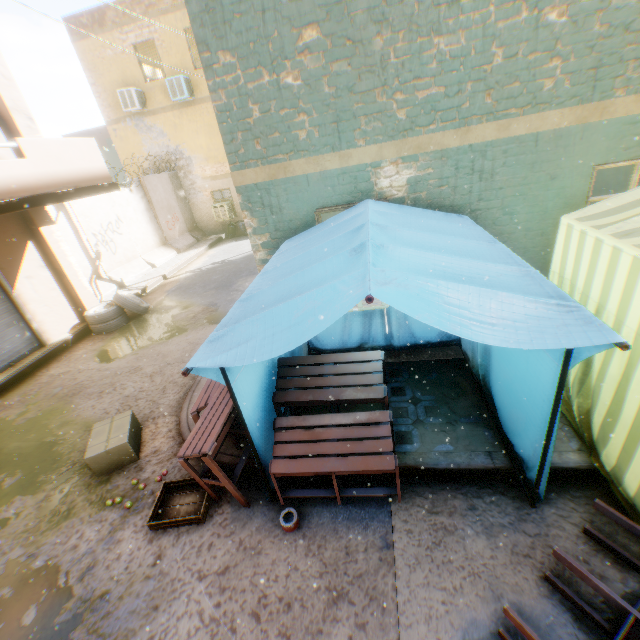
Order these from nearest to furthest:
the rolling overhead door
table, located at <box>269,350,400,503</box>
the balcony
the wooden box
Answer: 1. table, located at <box>269,350,400,503</box>
2. the wooden box
3. the balcony
4. the rolling overhead door

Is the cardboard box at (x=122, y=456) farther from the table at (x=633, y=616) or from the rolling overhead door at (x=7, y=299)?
the table at (x=633, y=616)

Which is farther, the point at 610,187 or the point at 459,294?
the point at 610,187

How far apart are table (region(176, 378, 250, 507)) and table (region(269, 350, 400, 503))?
0.2 meters

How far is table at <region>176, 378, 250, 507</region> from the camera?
3.10m

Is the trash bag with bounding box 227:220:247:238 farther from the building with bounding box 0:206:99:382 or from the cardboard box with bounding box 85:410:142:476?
the cardboard box with bounding box 85:410:142:476

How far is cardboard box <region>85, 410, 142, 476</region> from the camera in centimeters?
436cm

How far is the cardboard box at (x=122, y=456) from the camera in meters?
4.4 m
